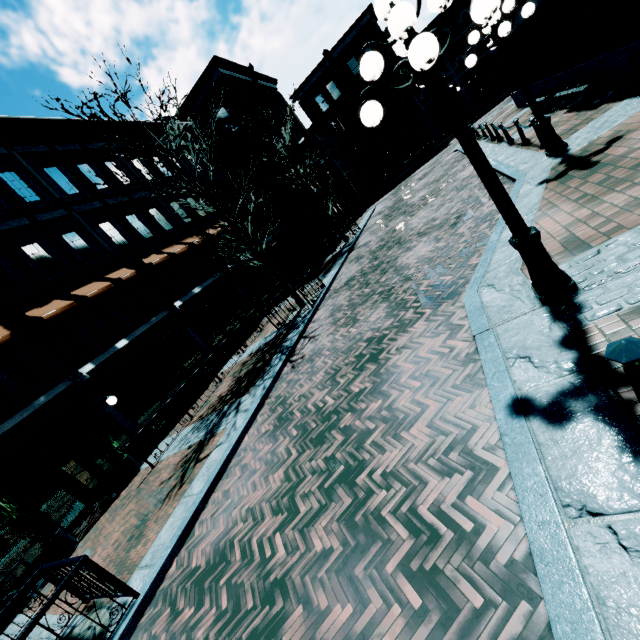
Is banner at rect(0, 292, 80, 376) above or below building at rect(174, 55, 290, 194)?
below

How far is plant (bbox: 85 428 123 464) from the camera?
10.0m

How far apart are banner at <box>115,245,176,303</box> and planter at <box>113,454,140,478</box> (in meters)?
6.77

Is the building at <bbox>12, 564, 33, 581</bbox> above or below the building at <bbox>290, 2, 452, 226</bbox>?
below

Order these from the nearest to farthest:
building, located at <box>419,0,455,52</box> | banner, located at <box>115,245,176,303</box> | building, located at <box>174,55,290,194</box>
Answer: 1. banner, located at <box>115,245,176,303</box>
2. building, located at <box>174,55,290,194</box>
3. building, located at <box>419,0,455,52</box>

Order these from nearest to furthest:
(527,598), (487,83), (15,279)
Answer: (527,598)
(15,279)
(487,83)

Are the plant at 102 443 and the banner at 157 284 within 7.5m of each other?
yes

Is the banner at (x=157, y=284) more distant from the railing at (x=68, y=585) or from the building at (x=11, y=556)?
the railing at (x=68, y=585)
